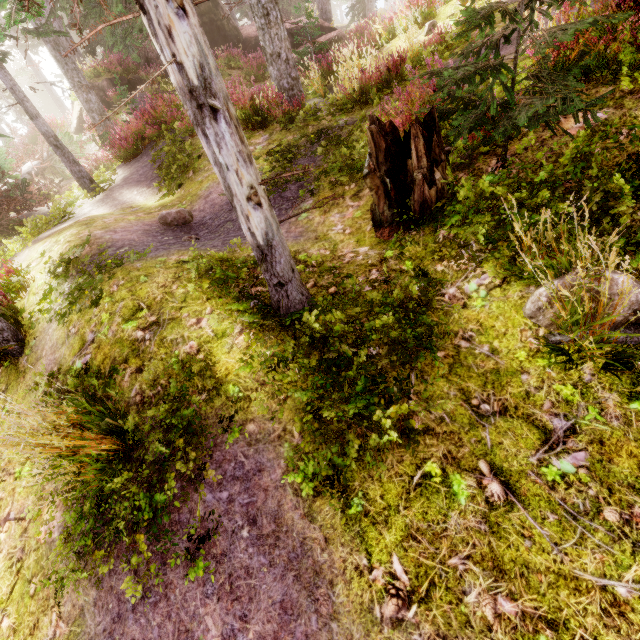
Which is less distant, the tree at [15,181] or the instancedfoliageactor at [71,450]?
the instancedfoliageactor at [71,450]

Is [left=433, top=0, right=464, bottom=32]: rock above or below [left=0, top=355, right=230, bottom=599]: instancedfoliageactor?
above

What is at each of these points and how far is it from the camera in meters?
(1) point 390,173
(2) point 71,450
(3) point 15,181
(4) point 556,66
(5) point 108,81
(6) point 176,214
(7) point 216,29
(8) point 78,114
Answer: (1) tree trunk, 4.1 m
(2) instancedfoliageactor, 2.7 m
(3) tree, 10.2 m
(4) instancedfoliageactor, 3.5 m
(5) rock, 17.7 m
(6) instancedfoliageactor, 6.7 m
(7) rock, 18.7 m
(8) rock, 17.8 m

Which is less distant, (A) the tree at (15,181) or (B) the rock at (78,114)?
(A) the tree at (15,181)

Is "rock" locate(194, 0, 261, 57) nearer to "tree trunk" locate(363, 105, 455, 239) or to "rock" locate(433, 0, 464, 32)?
"rock" locate(433, 0, 464, 32)

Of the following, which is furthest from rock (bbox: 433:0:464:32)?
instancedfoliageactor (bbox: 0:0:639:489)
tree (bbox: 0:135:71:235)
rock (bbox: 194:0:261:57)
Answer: tree (bbox: 0:135:71:235)

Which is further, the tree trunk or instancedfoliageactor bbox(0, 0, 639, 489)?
the tree trunk
